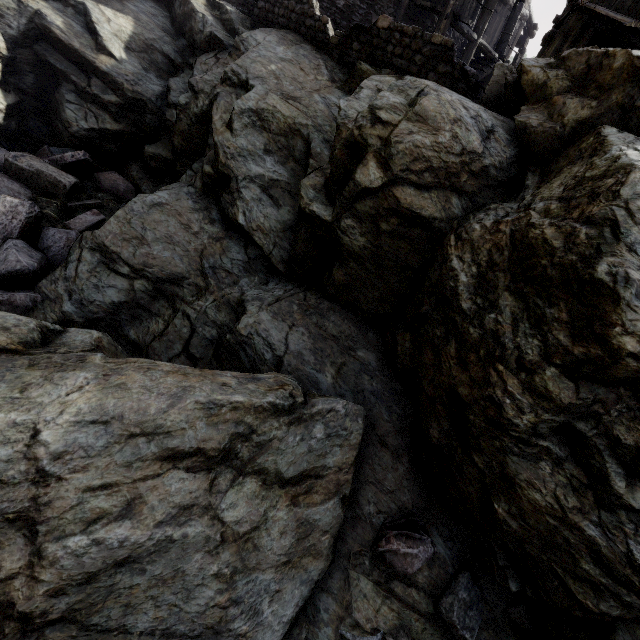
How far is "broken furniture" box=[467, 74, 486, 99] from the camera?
8.9 meters

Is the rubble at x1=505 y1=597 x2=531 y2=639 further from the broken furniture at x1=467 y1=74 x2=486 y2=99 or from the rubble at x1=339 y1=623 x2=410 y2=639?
the broken furniture at x1=467 y1=74 x2=486 y2=99

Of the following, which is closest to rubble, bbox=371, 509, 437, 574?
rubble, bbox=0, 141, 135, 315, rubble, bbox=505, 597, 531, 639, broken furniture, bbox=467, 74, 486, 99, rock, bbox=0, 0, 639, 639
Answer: rock, bbox=0, 0, 639, 639

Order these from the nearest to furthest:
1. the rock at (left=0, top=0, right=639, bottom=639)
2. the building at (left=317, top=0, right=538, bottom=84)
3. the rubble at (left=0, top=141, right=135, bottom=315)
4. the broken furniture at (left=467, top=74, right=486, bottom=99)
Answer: the rock at (left=0, top=0, right=639, bottom=639) → the rubble at (left=0, top=141, right=135, bottom=315) → the broken furniture at (left=467, top=74, right=486, bottom=99) → the building at (left=317, top=0, right=538, bottom=84)

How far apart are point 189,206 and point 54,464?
5.23m

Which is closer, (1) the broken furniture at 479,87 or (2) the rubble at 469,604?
(2) the rubble at 469,604

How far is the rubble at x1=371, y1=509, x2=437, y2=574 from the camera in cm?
368

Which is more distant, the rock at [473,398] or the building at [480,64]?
the building at [480,64]
